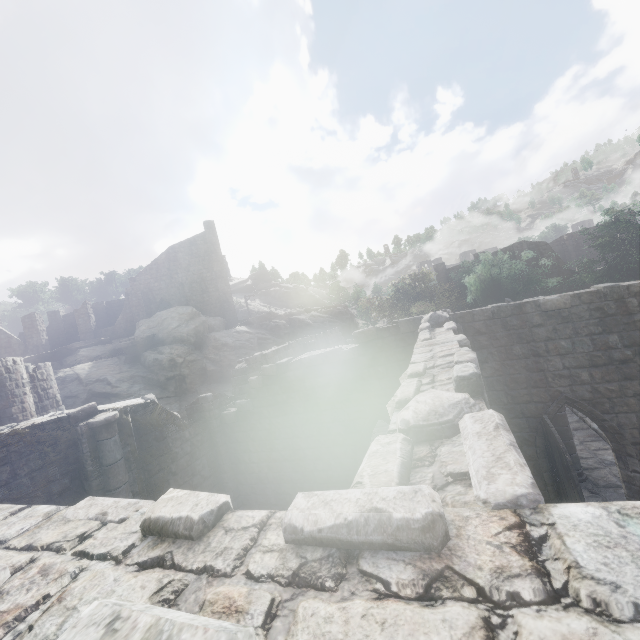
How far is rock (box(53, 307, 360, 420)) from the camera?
25.7 meters

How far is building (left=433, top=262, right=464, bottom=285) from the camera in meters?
41.4 m

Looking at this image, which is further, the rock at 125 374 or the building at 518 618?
the rock at 125 374

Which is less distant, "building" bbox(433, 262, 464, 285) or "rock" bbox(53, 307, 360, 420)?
"rock" bbox(53, 307, 360, 420)

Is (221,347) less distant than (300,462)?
No

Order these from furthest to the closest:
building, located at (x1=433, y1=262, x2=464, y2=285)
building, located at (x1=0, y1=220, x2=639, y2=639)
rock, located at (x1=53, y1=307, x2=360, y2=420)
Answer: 1. building, located at (x1=433, y1=262, x2=464, y2=285)
2. rock, located at (x1=53, y1=307, x2=360, y2=420)
3. building, located at (x1=0, y1=220, x2=639, y2=639)

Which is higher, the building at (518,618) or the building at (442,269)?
the building at (442,269)
